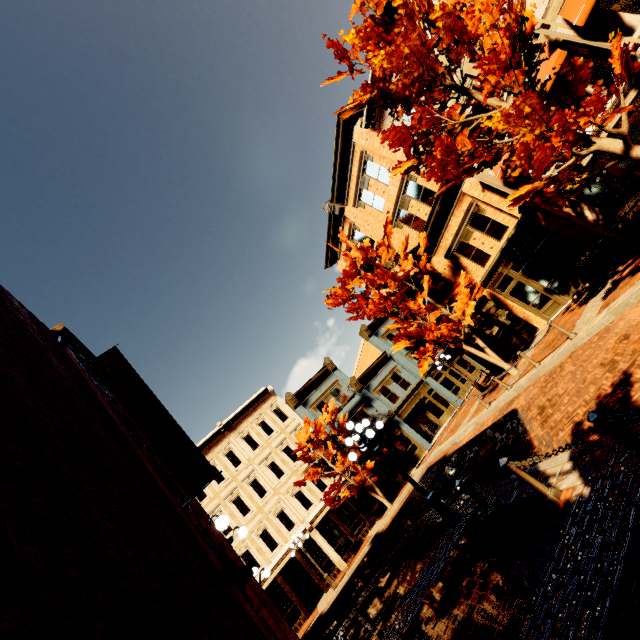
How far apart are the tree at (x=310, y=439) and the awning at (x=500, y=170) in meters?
19.4 m

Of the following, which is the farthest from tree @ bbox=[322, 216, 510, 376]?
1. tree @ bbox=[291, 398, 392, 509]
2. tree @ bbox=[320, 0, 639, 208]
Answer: tree @ bbox=[291, 398, 392, 509]

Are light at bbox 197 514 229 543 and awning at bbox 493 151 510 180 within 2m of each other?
no

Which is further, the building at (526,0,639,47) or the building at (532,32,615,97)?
the building at (532,32,615,97)

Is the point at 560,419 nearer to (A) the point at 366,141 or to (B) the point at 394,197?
(B) the point at 394,197

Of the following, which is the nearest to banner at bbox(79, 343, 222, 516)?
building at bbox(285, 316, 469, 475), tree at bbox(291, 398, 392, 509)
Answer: tree at bbox(291, 398, 392, 509)

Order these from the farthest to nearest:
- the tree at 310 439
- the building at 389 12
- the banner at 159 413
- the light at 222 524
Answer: the tree at 310 439 < the building at 389 12 < the banner at 159 413 < the light at 222 524

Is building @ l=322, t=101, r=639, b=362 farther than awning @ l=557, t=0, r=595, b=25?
Yes
